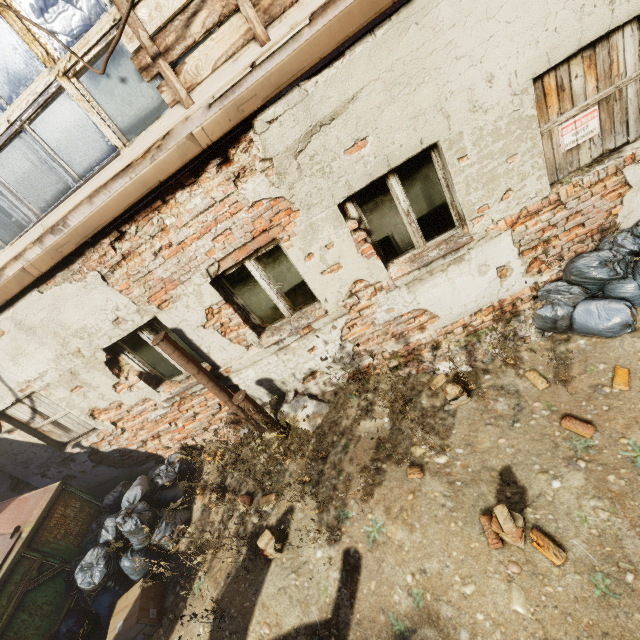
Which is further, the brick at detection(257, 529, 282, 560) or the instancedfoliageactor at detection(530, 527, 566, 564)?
the brick at detection(257, 529, 282, 560)

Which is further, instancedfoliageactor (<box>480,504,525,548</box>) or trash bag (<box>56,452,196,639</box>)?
trash bag (<box>56,452,196,639</box>)

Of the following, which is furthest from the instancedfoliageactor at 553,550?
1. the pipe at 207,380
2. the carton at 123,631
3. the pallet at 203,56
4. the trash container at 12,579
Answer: the trash container at 12,579

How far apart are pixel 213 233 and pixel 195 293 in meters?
0.8 m

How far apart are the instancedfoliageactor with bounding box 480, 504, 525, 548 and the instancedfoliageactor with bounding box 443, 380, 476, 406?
1.3 meters

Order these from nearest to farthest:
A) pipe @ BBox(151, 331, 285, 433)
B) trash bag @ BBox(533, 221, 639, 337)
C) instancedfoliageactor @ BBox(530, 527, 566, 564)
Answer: instancedfoliageactor @ BBox(530, 527, 566, 564)
trash bag @ BBox(533, 221, 639, 337)
pipe @ BBox(151, 331, 285, 433)

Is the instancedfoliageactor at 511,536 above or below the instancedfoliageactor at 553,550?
above

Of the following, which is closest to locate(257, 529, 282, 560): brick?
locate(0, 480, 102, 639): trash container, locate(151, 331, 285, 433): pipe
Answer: locate(151, 331, 285, 433): pipe
